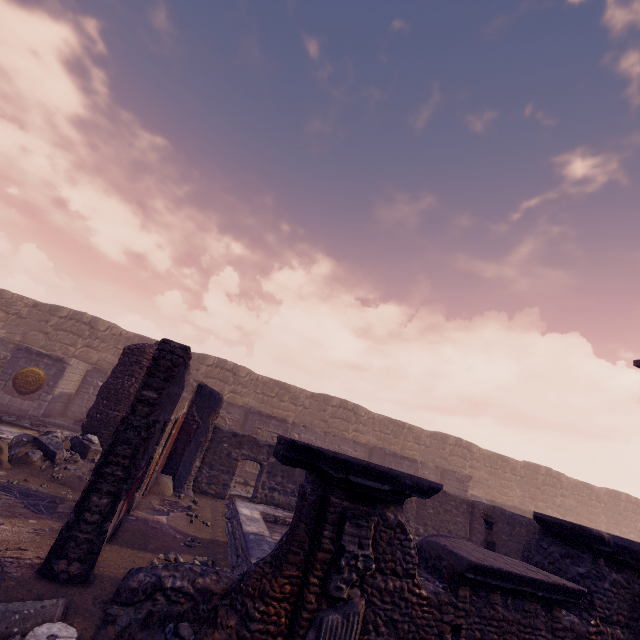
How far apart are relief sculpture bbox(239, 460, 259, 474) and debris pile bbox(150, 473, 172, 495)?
5.2 meters

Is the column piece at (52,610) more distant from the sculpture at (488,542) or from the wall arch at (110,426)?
the sculpture at (488,542)

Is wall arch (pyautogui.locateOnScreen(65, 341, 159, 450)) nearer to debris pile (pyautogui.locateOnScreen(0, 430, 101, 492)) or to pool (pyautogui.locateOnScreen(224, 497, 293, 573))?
debris pile (pyautogui.locateOnScreen(0, 430, 101, 492))

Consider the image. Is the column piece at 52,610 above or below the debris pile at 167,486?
below

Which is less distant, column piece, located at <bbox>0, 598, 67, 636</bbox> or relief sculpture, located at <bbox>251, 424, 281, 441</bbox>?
column piece, located at <bbox>0, 598, 67, 636</bbox>

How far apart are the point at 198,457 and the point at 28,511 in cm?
443

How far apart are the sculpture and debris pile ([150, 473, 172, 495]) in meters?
7.7 m

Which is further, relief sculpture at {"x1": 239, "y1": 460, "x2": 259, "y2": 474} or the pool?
relief sculpture at {"x1": 239, "y1": 460, "x2": 259, "y2": 474}
